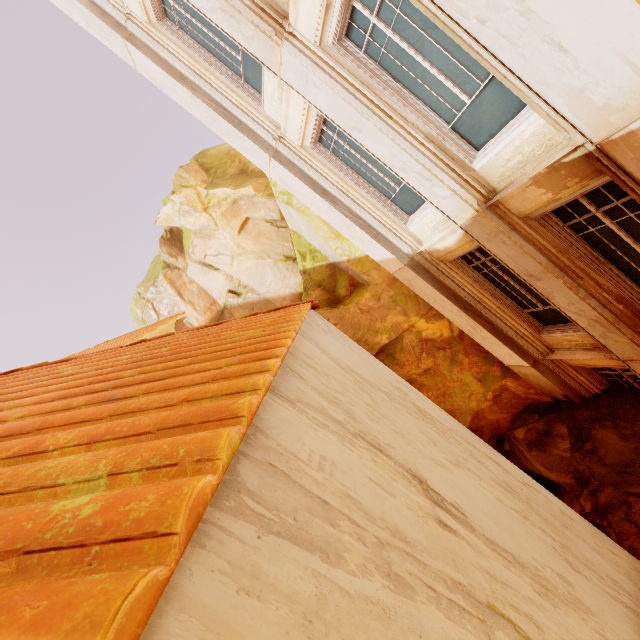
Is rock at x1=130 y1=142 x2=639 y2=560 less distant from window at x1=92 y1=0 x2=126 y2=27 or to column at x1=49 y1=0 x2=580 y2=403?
column at x1=49 y1=0 x2=580 y2=403

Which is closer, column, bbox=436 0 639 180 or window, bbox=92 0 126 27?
column, bbox=436 0 639 180

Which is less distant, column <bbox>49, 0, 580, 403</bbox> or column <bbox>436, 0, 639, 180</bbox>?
column <bbox>436, 0, 639, 180</bbox>

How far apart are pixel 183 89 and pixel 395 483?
8.6 meters

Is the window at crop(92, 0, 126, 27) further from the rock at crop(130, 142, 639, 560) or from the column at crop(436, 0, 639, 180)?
the rock at crop(130, 142, 639, 560)

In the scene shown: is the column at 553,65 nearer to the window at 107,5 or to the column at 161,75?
the window at 107,5

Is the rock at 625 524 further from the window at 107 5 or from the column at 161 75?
the window at 107 5

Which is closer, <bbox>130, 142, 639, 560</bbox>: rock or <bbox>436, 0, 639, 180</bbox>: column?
<bbox>436, 0, 639, 180</bbox>: column
